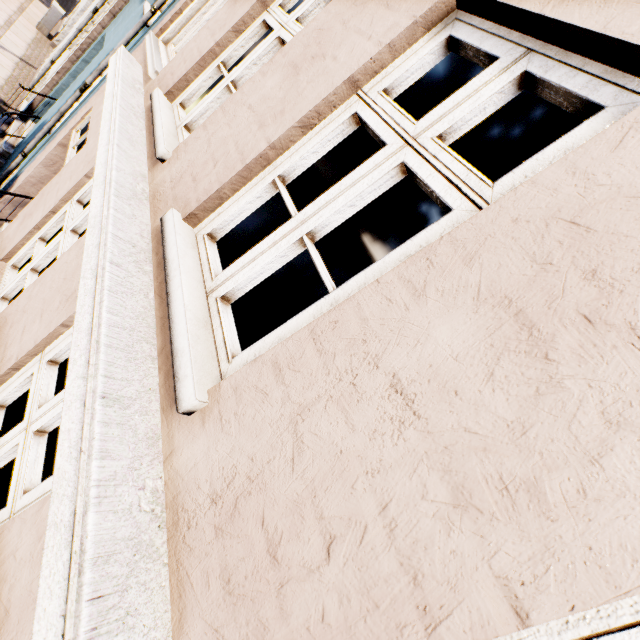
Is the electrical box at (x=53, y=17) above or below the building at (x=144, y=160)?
below

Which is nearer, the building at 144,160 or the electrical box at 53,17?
the building at 144,160

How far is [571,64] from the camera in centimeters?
111cm

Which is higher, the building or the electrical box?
the building

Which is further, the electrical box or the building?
the electrical box
